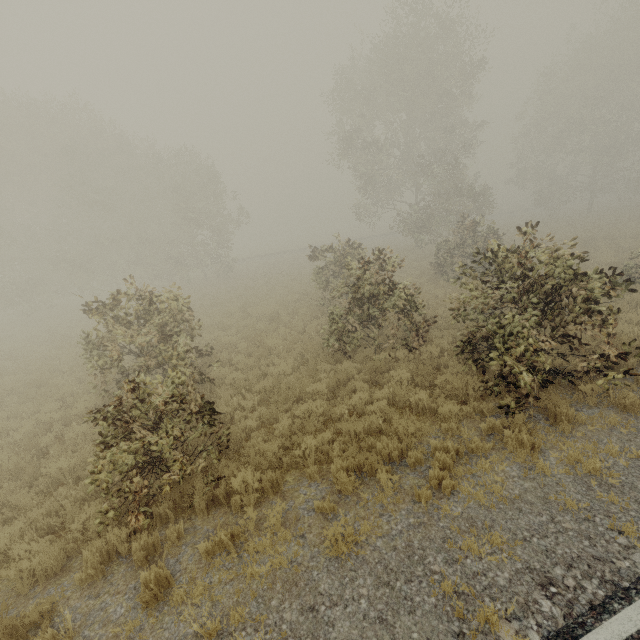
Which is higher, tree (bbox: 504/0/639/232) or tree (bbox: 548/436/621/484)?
tree (bbox: 504/0/639/232)

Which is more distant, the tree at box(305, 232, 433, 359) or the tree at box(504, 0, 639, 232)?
Answer: the tree at box(504, 0, 639, 232)

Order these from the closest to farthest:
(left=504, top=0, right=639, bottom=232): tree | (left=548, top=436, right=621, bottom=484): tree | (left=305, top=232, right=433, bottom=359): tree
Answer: (left=548, top=436, right=621, bottom=484): tree → (left=305, top=232, right=433, bottom=359): tree → (left=504, top=0, right=639, bottom=232): tree

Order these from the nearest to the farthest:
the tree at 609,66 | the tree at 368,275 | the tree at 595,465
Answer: the tree at 595,465
the tree at 368,275
the tree at 609,66

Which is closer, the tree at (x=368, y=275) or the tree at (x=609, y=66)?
the tree at (x=368, y=275)

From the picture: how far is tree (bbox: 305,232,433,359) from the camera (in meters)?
9.64

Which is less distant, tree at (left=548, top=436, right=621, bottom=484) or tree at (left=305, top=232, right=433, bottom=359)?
tree at (left=548, top=436, right=621, bottom=484)

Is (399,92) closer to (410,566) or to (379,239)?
(379,239)
